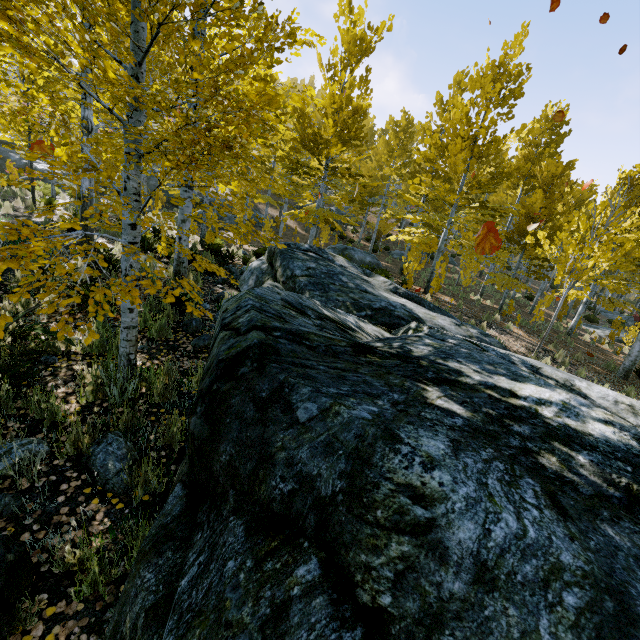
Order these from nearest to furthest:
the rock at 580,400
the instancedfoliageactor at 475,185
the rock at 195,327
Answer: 1. the rock at 580,400
2. the instancedfoliageactor at 475,185
3. the rock at 195,327

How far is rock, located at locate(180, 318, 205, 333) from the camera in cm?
554

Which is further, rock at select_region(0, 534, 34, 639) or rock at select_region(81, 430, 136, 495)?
rock at select_region(81, 430, 136, 495)

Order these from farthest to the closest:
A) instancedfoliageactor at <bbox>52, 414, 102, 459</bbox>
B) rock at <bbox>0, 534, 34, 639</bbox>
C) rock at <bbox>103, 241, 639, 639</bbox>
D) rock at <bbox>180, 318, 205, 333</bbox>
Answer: rock at <bbox>180, 318, 205, 333</bbox>
instancedfoliageactor at <bbox>52, 414, 102, 459</bbox>
rock at <bbox>0, 534, 34, 639</bbox>
rock at <bbox>103, 241, 639, 639</bbox>

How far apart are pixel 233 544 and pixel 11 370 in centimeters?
378cm

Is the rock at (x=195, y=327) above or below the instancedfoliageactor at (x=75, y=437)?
above

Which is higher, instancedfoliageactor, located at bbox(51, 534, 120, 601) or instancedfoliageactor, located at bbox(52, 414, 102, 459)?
instancedfoliageactor, located at bbox(52, 414, 102, 459)
